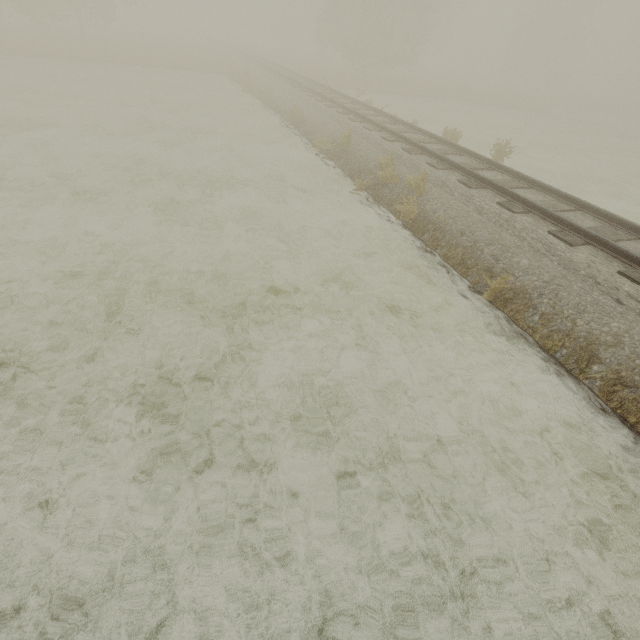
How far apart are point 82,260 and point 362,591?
6.86m
